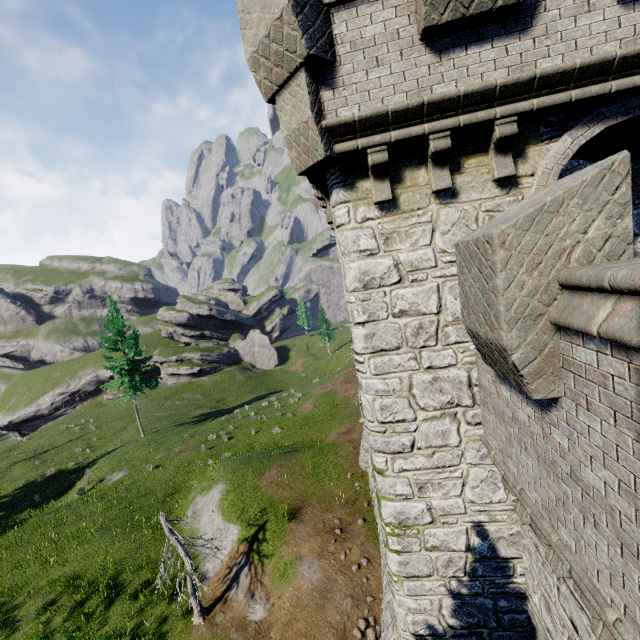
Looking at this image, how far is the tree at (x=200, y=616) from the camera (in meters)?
11.41

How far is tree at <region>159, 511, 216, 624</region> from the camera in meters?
11.4 m

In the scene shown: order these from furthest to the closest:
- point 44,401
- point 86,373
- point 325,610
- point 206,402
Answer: point 86,373
point 44,401
point 206,402
point 325,610

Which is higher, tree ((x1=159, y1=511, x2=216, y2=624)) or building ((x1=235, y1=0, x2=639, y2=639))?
building ((x1=235, y1=0, x2=639, y2=639))

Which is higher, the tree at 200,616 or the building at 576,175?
the building at 576,175

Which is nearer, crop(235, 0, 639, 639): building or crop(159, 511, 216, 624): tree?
crop(235, 0, 639, 639): building
